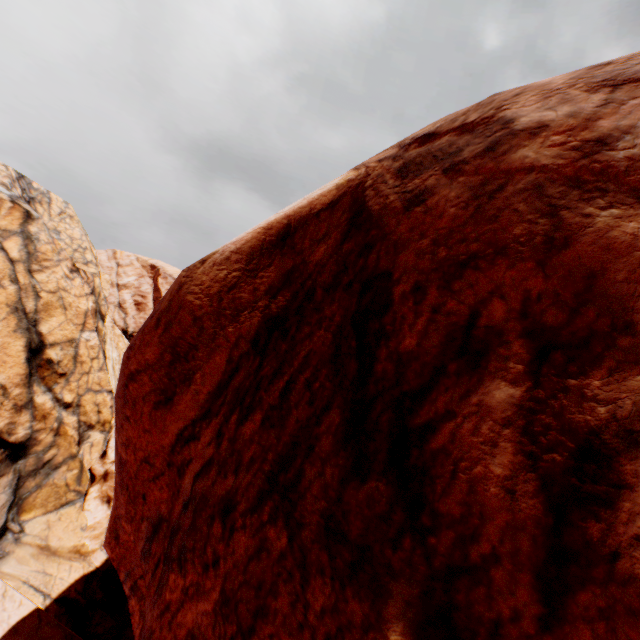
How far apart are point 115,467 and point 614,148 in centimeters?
631cm
